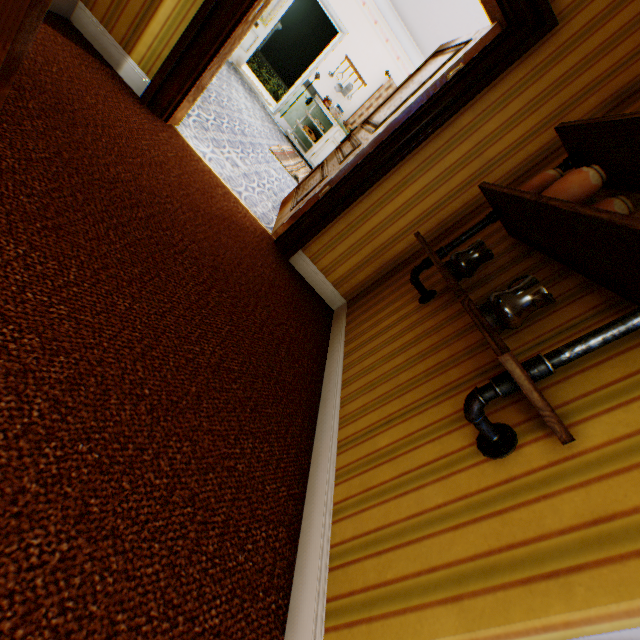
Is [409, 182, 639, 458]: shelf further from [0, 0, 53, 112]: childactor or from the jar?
[0, 0, 53, 112]: childactor

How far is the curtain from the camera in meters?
7.1

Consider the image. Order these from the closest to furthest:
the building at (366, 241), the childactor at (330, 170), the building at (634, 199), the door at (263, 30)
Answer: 1. the building at (366, 241)
2. the building at (634, 199)
3. the childactor at (330, 170)
4. the door at (263, 30)

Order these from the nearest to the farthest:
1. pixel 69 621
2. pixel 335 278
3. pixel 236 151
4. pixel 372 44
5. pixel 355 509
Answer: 1. pixel 69 621
2. pixel 355 509
3. pixel 335 278
4. pixel 236 151
5. pixel 372 44

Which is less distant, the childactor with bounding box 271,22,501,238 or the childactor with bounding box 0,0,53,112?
the childactor with bounding box 0,0,53,112

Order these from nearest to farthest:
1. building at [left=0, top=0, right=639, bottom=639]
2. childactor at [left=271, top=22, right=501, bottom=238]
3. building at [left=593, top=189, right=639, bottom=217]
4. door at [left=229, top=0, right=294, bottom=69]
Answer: building at [left=0, top=0, right=639, bottom=639] < building at [left=593, top=189, right=639, bottom=217] < childactor at [left=271, top=22, right=501, bottom=238] < door at [left=229, top=0, right=294, bottom=69]

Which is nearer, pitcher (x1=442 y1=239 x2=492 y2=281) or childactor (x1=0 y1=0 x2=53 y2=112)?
childactor (x1=0 y1=0 x2=53 y2=112)

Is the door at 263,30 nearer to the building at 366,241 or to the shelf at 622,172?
the building at 366,241
